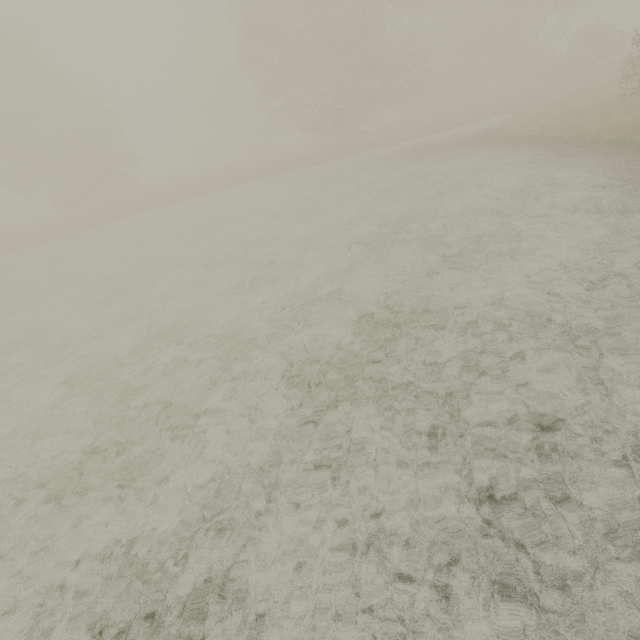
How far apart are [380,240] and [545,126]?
10.7 meters
